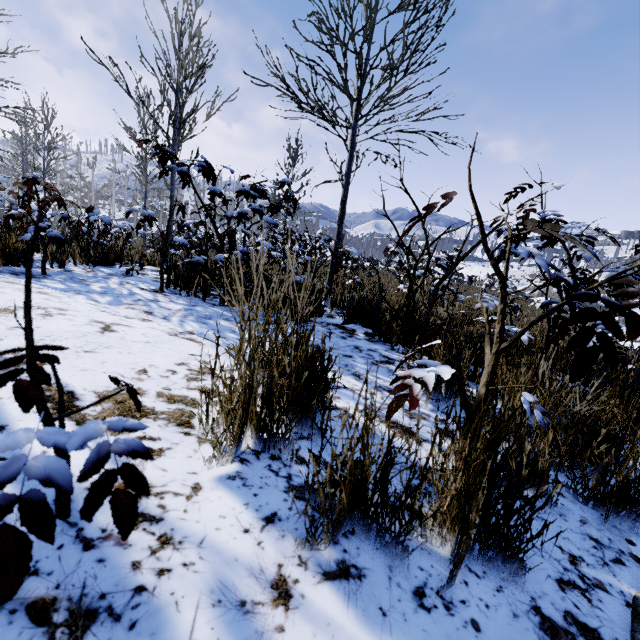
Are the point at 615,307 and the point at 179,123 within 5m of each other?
no
